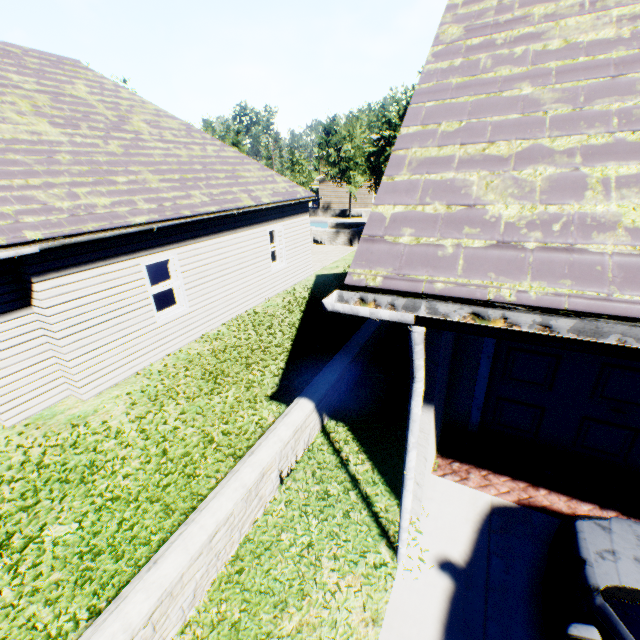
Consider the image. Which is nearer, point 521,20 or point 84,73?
point 521,20

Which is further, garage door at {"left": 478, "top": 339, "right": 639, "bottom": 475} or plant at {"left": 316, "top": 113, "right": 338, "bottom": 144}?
plant at {"left": 316, "top": 113, "right": 338, "bottom": 144}

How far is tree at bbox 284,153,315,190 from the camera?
32.3m

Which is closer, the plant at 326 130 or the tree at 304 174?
the tree at 304 174

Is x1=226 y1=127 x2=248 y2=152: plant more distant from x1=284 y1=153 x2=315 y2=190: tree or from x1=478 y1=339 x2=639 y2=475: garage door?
x1=478 y1=339 x2=639 y2=475: garage door

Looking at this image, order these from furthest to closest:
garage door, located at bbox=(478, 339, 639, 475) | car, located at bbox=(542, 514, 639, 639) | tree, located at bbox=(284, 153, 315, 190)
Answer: tree, located at bbox=(284, 153, 315, 190) < garage door, located at bbox=(478, 339, 639, 475) < car, located at bbox=(542, 514, 639, 639)

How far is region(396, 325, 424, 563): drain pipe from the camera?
2.39m
